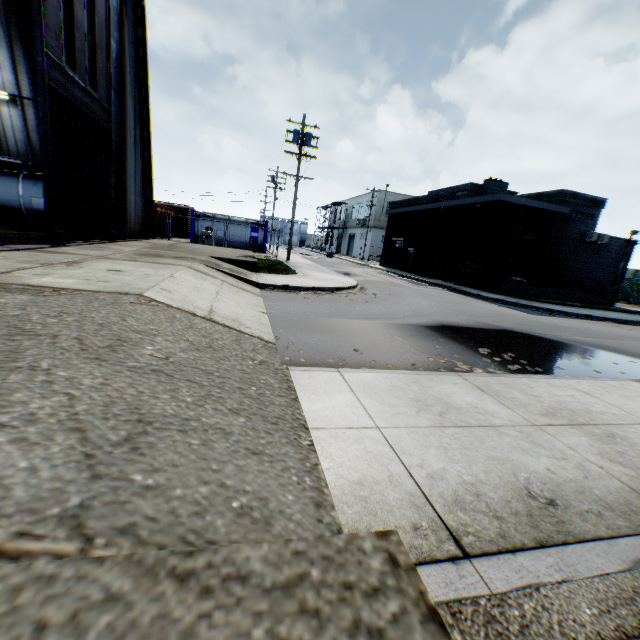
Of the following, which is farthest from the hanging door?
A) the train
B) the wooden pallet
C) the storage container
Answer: the train

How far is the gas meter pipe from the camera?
23.9m

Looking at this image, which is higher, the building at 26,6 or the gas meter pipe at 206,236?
the building at 26,6

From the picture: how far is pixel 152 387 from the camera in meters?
2.7 m

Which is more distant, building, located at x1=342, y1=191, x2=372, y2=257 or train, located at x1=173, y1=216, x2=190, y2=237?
building, located at x1=342, y1=191, x2=372, y2=257

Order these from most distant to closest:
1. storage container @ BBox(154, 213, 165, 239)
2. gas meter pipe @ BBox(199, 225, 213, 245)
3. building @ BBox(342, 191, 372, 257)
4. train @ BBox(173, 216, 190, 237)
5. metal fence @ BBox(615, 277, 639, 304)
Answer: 1. building @ BBox(342, 191, 372, 257)
2. train @ BBox(173, 216, 190, 237)
3. metal fence @ BBox(615, 277, 639, 304)
4. storage container @ BBox(154, 213, 165, 239)
5. gas meter pipe @ BBox(199, 225, 213, 245)

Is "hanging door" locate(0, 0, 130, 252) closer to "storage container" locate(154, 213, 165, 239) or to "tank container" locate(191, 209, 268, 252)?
"storage container" locate(154, 213, 165, 239)

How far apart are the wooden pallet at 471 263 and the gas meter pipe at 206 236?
19.4m
